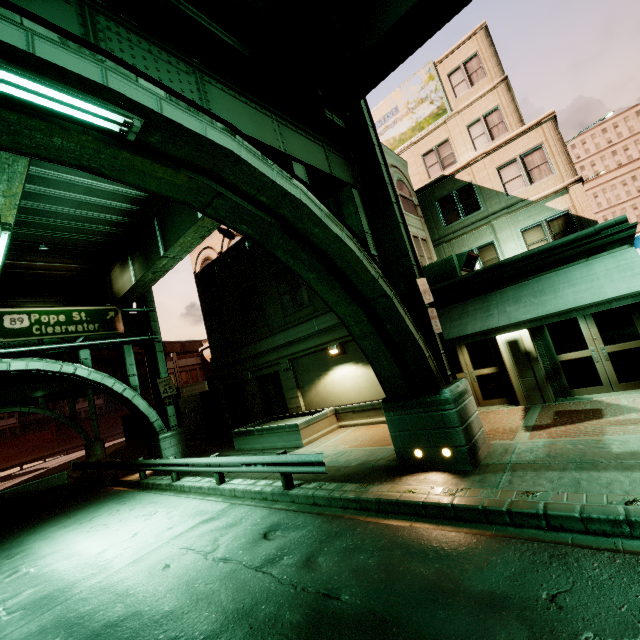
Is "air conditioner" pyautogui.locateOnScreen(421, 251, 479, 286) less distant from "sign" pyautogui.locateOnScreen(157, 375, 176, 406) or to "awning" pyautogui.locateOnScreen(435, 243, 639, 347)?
"awning" pyautogui.locateOnScreen(435, 243, 639, 347)

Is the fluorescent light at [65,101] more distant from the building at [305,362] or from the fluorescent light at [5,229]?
the building at [305,362]

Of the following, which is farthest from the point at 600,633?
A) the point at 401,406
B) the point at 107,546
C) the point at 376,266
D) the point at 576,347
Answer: the point at 107,546

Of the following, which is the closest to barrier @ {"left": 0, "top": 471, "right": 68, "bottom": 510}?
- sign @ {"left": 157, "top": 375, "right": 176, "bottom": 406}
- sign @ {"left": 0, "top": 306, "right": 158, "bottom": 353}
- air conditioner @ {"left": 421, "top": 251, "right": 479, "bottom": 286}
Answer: sign @ {"left": 157, "top": 375, "right": 176, "bottom": 406}

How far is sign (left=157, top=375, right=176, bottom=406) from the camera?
18.14m

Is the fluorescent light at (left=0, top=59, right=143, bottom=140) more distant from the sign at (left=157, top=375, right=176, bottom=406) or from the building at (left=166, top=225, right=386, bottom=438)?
the sign at (left=157, top=375, right=176, bottom=406)

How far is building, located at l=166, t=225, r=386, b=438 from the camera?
14.70m

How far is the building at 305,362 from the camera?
14.7m
